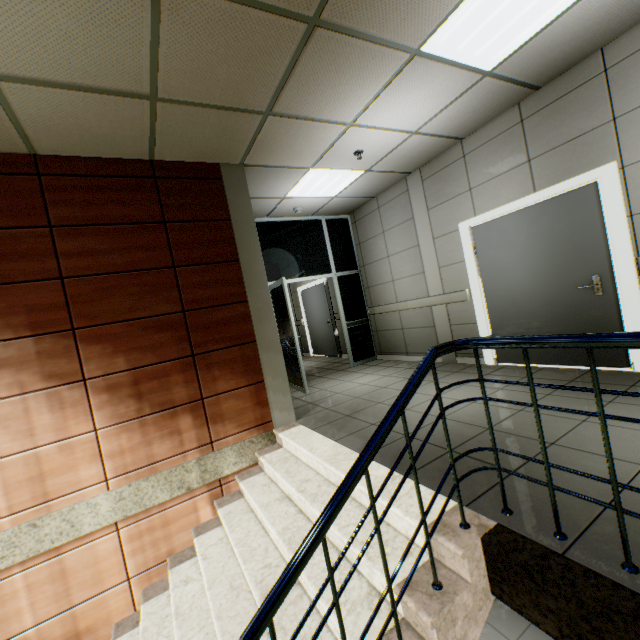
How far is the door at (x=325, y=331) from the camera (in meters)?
8.76

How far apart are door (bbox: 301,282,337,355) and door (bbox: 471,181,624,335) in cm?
447

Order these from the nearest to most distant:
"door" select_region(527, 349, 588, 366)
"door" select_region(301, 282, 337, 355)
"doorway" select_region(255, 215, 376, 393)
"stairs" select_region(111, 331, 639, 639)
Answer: "stairs" select_region(111, 331, 639, 639) → "door" select_region(527, 349, 588, 366) → "doorway" select_region(255, 215, 376, 393) → "door" select_region(301, 282, 337, 355)

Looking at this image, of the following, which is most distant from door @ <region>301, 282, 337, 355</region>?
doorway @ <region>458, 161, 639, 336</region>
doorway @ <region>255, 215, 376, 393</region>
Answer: doorway @ <region>458, 161, 639, 336</region>

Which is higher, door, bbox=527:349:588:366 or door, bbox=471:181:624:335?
door, bbox=471:181:624:335

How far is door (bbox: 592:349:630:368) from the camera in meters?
3.5 m

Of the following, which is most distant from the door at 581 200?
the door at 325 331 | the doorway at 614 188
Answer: the door at 325 331

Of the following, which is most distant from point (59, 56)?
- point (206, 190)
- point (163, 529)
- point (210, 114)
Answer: point (163, 529)
